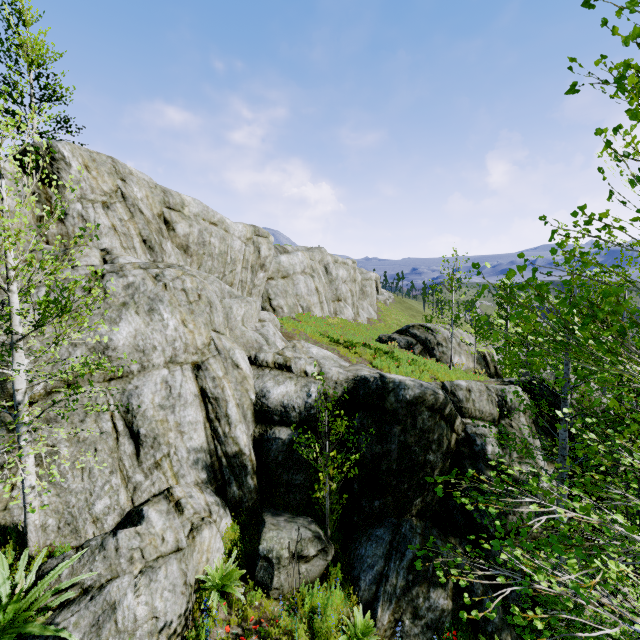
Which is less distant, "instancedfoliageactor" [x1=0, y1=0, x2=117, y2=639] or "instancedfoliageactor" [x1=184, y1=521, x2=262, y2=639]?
"instancedfoliageactor" [x1=0, y1=0, x2=117, y2=639]

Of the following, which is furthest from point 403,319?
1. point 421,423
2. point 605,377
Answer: point 421,423

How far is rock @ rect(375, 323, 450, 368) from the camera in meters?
20.6 m

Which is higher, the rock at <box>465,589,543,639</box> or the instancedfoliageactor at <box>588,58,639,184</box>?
the instancedfoliageactor at <box>588,58,639,184</box>

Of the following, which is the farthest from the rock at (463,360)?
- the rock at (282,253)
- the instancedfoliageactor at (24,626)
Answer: the instancedfoliageactor at (24,626)

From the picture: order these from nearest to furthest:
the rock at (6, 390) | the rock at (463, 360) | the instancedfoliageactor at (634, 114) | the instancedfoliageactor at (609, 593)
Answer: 1. the instancedfoliageactor at (634, 114)
2. the instancedfoliageactor at (609, 593)
3. the rock at (6, 390)
4. the rock at (463, 360)

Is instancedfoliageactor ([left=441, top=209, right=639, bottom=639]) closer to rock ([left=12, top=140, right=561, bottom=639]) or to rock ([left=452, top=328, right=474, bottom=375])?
rock ([left=12, top=140, right=561, bottom=639])
